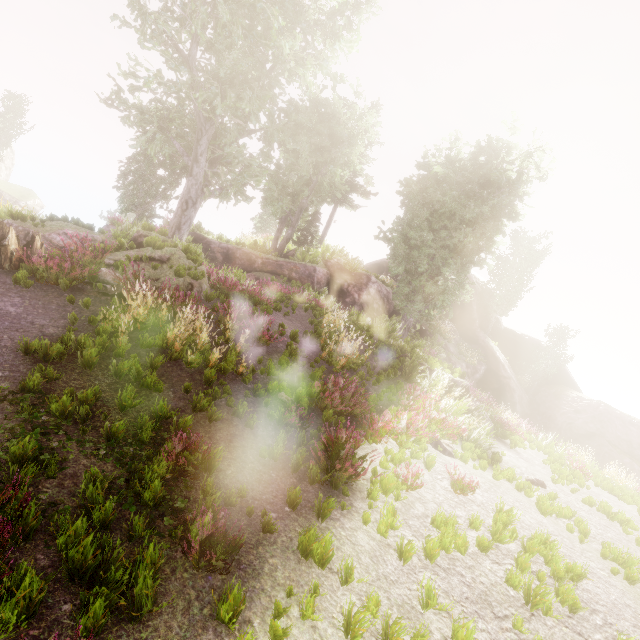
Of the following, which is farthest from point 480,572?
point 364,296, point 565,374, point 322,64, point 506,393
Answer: point 565,374

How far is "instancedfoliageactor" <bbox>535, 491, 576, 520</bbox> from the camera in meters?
7.9 m

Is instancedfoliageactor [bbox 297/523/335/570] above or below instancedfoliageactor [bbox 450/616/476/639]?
below

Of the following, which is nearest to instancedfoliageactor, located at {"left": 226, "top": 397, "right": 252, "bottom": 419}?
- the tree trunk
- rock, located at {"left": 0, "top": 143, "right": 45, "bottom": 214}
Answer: rock, located at {"left": 0, "top": 143, "right": 45, "bottom": 214}

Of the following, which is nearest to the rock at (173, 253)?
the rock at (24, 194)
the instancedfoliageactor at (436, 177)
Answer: the instancedfoliageactor at (436, 177)

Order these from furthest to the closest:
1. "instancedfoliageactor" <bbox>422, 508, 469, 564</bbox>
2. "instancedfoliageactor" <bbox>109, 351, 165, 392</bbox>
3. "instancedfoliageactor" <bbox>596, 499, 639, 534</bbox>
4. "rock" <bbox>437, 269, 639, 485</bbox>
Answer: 1. "rock" <bbox>437, 269, 639, 485</bbox>
2. "instancedfoliageactor" <bbox>596, 499, 639, 534</bbox>
3. "instancedfoliageactor" <bbox>109, 351, 165, 392</bbox>
4. "instancedfoliageactor" <bbox>422, 508, 469, 564</bbox>

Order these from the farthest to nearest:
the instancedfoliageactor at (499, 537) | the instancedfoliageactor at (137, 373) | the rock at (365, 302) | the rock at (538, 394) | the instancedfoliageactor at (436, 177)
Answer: the rock at (538, 394) < the rock at (365, 302) < the instancedfoliageactor at (137, 373) < the instancedfoliageactor at (499, 537) < the instancedfoliageactor at (436, 177)
